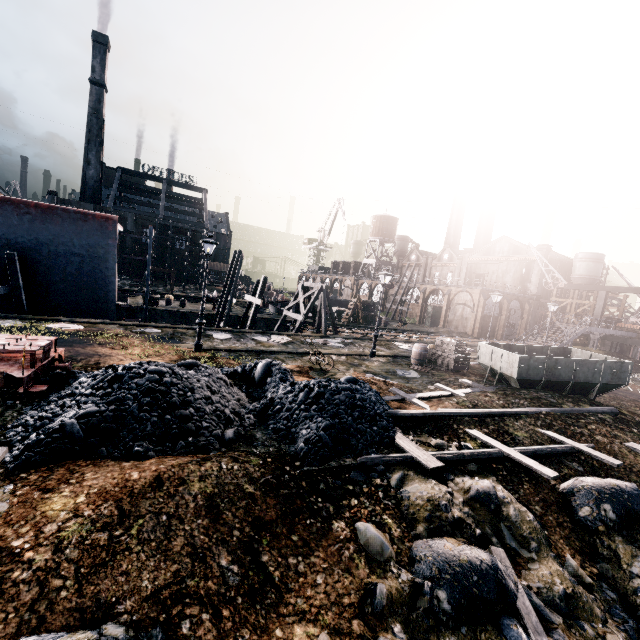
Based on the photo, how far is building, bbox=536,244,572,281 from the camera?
55.8 meters

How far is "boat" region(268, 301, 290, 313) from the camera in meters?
41.1

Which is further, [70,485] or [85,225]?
[85,225]

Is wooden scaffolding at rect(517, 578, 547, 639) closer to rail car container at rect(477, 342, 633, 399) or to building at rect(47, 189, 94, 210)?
rail car container at rect(477, 342, 633, 399)

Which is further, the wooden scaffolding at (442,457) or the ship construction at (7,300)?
the ship construction at (7,300)

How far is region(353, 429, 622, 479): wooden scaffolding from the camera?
8.1 meters

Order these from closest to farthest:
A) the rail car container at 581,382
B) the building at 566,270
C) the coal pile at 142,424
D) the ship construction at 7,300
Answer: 1. the coal pile at 142,424
2. the rail car container at 581,382
3. the ship construction at 7,300
4. the building at 566,270

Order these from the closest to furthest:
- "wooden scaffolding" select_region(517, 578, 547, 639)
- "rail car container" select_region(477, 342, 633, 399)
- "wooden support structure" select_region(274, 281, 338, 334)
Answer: "wooden scaffolding" select_region(517, 578, 547, 639) → "rail car container" select_region(477, 342, 633, 399) → "wooden support structure" select_region(274, 281, 338, 334)
